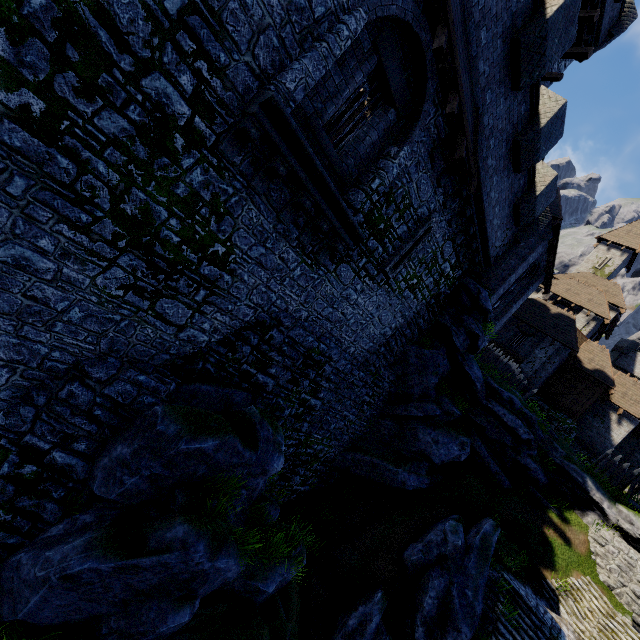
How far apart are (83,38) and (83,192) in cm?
205

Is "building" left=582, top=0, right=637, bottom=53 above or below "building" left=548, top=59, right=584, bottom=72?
above

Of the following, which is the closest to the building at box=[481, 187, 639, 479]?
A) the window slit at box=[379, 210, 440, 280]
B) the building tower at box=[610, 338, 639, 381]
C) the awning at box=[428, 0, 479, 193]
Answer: the building tower at box=[610, 338, 639, 381]

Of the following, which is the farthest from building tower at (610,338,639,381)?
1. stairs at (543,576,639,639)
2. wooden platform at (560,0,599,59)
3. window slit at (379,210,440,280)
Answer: window slit at (379,210,440,280)

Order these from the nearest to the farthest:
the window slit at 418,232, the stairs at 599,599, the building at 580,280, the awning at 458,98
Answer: the awning at 458,98 < the window slit at 418,232 < the stairs at 599,599 < the building at 580,280

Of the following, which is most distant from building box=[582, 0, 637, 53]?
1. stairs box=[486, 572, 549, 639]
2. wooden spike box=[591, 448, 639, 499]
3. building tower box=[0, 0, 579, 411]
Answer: stairs box=[486, 572, 549, 639]

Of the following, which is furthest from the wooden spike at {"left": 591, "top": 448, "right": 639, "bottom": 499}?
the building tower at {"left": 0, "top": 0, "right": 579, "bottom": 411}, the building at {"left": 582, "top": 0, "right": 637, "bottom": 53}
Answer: the building tower at {"left": 0, "top": 0, "right": 579, "bottom": 411}

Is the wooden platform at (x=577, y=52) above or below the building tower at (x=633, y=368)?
below
